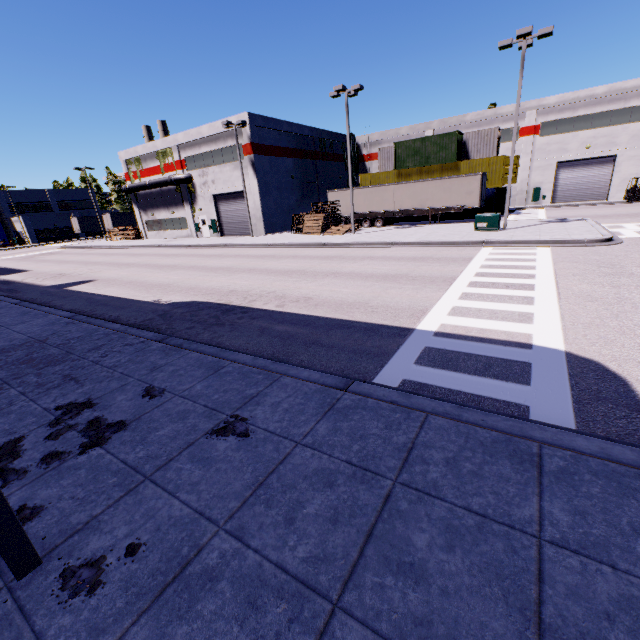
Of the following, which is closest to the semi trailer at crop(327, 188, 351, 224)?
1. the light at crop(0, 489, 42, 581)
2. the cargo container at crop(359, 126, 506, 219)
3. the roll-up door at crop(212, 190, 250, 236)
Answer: the cargo container at crop(359, 126, 506, 219)

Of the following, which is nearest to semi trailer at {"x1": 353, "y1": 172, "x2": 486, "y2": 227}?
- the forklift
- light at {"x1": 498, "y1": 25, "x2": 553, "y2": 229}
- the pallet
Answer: the pallet

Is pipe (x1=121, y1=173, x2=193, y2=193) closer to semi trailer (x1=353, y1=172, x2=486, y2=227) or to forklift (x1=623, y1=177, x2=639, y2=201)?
semi trailer (x1=353, y1=172, x2=486, y2=227)

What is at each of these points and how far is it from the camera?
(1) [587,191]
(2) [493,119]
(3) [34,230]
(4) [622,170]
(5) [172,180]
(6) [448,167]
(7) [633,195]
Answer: (1) roll-up door, 35.4 meters
(2) building, 37.4 meters
(3) building, 59.1 meters
(4) building, 33.2 meters
(5) pipe, 36.0 meters
(6) cargo container, 32.2 meters
(7) forklift, 31.5 meters

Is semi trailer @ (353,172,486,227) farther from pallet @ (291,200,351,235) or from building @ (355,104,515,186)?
pallet @ (291,200,351,235)

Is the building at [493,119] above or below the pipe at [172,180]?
above

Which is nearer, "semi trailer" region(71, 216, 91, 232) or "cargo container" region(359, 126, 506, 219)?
"cargo container" region(359, 126, 506, 219)

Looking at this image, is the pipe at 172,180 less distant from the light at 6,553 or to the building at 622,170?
the building at 622,170
